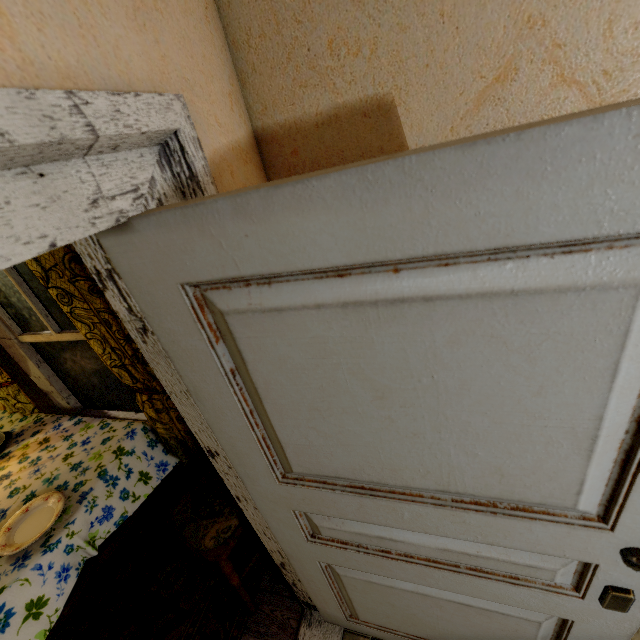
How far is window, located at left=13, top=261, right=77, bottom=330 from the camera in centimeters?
187cm

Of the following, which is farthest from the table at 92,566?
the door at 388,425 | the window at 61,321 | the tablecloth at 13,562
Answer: the door at 388,425

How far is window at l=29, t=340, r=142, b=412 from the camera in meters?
2.2 m

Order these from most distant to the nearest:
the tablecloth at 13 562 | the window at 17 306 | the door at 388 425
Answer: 1. the window at 17 306
2. the tablecloth at 13 562
3. the door at 388 425

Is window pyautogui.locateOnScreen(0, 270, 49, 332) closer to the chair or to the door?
the chair

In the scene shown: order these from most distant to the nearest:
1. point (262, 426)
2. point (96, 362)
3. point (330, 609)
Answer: point (96, 362), point (330, 609), point (262, 426)

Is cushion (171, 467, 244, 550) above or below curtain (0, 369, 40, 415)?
below

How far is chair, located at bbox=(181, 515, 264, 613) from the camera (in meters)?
1.57
